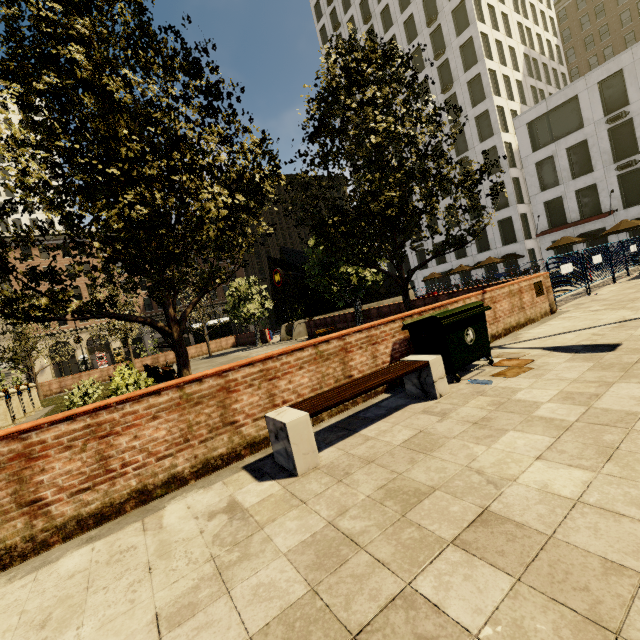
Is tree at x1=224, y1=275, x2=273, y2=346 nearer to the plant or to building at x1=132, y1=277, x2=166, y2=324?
the plant

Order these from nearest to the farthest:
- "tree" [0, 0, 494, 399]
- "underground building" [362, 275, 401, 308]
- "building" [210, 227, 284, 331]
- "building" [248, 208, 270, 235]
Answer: "tree" [0, 0, 494, 399]
"underground building" [362, 275, 401, 308]
"building" [210, 227, 284, 331]
"building" [248, 208, 270, 235]

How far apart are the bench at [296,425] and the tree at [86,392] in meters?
13.9 m

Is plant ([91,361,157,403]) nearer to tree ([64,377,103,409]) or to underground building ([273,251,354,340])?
tree ([64,377,103,409])

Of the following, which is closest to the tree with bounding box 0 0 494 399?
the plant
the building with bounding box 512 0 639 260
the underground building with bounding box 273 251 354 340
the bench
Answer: the plant

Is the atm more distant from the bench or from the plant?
the bench

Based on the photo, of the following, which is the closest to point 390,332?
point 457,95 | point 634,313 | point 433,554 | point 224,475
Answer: point 224,475

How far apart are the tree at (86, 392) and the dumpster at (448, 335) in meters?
14.5 m
